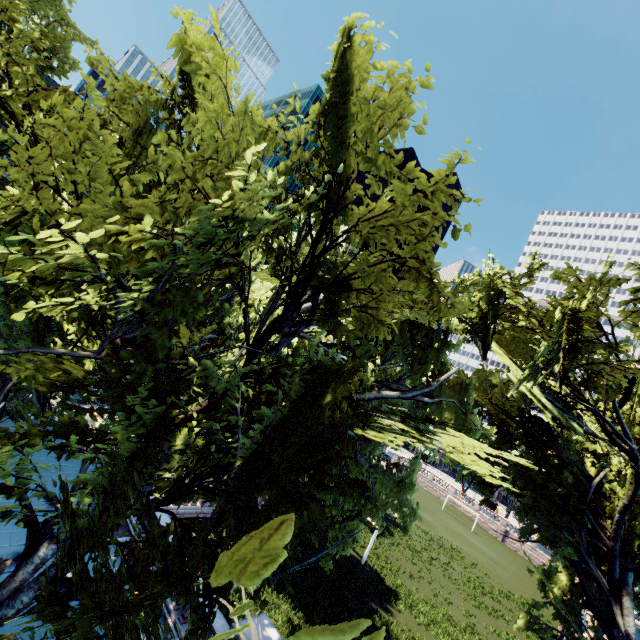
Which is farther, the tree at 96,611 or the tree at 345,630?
the tree at 96,611

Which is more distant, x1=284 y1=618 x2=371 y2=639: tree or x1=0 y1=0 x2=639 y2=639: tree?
x1=0 y1=0 x2=639 y2=639: tree

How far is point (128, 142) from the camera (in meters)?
10.10
